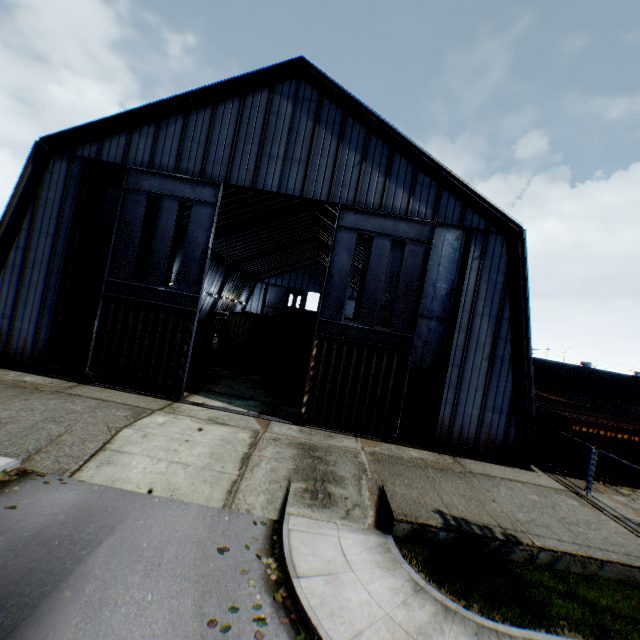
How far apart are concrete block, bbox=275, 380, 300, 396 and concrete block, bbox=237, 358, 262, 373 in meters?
4.9

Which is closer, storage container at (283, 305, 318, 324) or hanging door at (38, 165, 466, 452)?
hanging door at (38, 165, 466, 452)

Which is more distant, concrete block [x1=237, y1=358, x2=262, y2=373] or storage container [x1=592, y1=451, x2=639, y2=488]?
concrete block [x1=237, y1=358, x2=262, y2=373]

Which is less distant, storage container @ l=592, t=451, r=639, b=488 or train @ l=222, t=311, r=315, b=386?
storage container @ l=592, t=451, r=639, b=488

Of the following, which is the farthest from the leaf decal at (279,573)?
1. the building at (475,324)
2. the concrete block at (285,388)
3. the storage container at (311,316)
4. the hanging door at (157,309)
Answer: the storage container at (311,316)

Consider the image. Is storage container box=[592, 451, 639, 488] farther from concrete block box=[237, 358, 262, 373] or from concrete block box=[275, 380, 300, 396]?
concrete block box=[237, 358, 262, 373]

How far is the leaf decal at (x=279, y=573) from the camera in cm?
629

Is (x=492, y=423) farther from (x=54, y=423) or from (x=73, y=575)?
(x=54, y=423)
